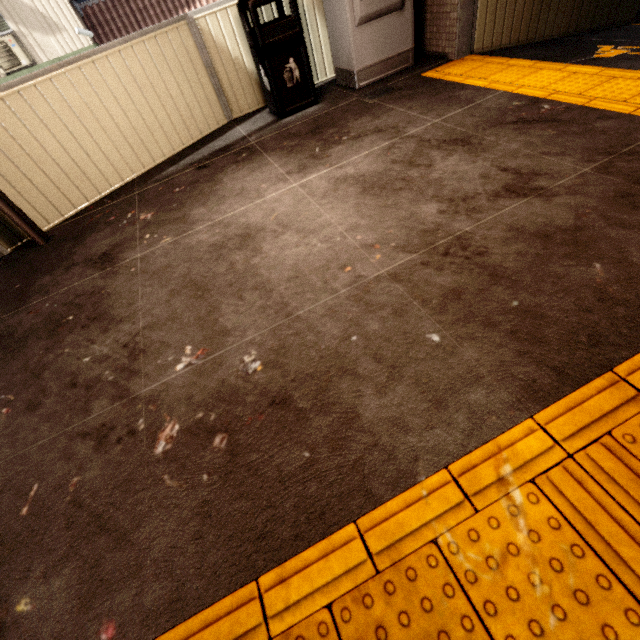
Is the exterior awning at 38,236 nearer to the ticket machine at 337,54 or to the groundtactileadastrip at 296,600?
the ticket machine at 337,54

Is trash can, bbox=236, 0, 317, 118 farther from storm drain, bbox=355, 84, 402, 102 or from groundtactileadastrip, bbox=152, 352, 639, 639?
groundtactileadastrip, bbox=152, 352, 639, 639

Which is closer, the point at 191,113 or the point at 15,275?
the point at 15,275

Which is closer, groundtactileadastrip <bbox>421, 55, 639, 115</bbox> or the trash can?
groundtactileadastrip <bbox>421, 55, 639, 115</bbox>

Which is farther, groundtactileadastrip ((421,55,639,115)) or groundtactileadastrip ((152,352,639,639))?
groundtactileadastrip ((421,55,639,115))

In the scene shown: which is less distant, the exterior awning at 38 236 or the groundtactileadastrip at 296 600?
the groundtactileadastrip at 296 600

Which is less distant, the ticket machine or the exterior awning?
the exterior awning

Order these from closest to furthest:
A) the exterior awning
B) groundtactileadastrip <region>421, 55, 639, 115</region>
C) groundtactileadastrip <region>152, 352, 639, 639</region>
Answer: groundtactileadastrip <region>152, 352, 639, 639</region> → groundtactileadastrip <region>421, 55, 639, 115</region> → the exterior awning
